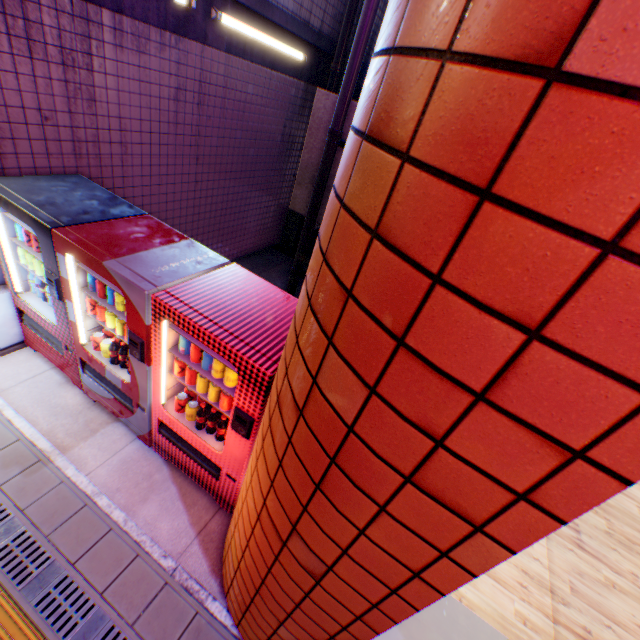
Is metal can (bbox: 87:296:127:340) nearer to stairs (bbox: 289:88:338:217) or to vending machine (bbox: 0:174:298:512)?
vending machine (bbox: 0:174:298:512)

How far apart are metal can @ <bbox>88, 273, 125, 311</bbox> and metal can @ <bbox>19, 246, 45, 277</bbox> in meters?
0.5

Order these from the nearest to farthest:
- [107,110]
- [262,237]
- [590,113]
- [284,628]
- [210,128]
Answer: [590,113] < [284,628] < [107,110] < [210,128] < [262,237]

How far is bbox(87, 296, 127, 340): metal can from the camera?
2.97m

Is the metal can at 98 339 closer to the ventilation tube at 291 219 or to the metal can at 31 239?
the metal can at 31 239

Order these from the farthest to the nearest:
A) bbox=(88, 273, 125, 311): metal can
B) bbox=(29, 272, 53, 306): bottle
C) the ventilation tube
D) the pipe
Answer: the ventilation tube → the pipe → bbox=(29, 272, 53, 306): bottle → bbox=(88, 273, 125, 311): metal can

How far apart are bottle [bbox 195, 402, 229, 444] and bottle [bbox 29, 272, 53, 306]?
1.8m

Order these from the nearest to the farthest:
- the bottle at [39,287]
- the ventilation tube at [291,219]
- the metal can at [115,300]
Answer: the metal can at [115,300] < the bottle at [39,287] < the ventilation tube at [291,219]
